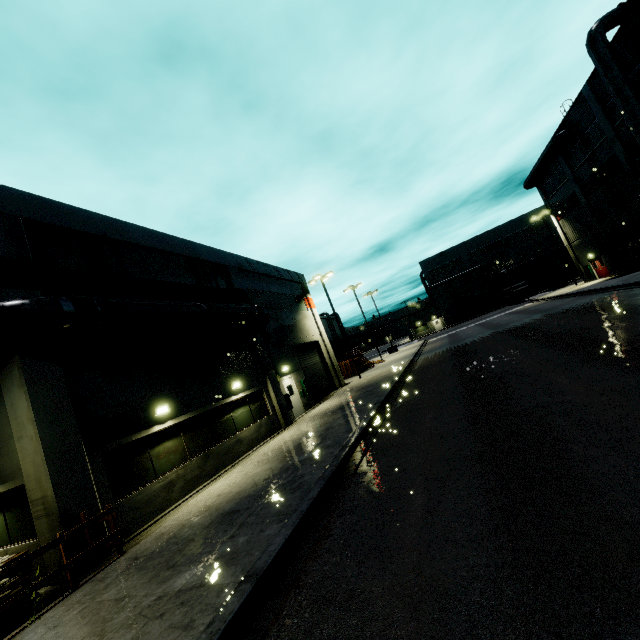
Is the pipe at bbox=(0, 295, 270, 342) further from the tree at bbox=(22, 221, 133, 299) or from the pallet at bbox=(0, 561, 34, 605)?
the pallet at bbox=(0, 561, 34, 605)

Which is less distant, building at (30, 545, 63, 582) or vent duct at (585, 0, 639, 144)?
building at (30, 545, 63, 582)

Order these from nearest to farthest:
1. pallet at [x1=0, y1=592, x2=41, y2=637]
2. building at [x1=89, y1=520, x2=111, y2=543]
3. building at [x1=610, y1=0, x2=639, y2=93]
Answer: pallet at [x1=0, y1=592, x2=41, y2=637]
building at [x1=89, y1=520, x2=111, y2=543]
building at [x1=610, y1=0, x2=639, y2=93]

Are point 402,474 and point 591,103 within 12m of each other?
no

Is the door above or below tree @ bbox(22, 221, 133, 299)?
below

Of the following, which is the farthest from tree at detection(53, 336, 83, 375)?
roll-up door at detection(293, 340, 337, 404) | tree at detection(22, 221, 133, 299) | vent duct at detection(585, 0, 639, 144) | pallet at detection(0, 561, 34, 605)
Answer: vent duct at detection(585, 0, 639, 144)

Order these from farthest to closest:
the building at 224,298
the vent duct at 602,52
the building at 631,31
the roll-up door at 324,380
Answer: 1. the roll-up door at 324,380
2. the vent duct at 602,52
3. the building at 631,31
4. the building at 224,298

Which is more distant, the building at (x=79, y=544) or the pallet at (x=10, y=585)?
the building at (x=79, y=544)
